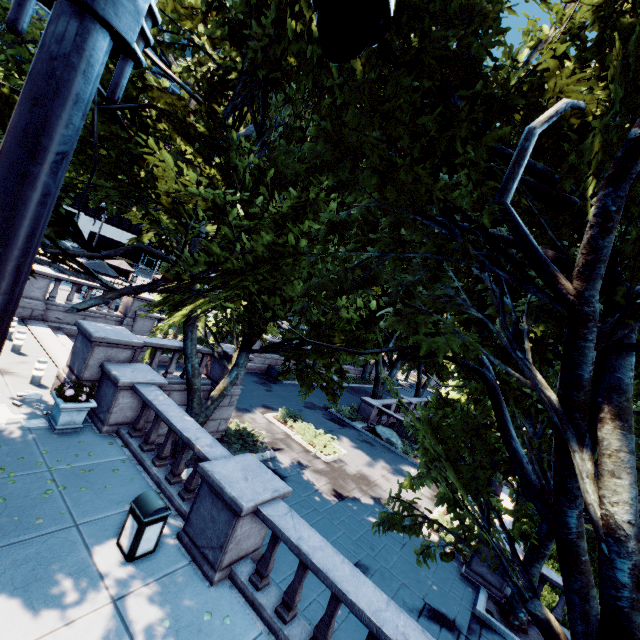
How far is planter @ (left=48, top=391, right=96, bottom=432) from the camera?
8.16m

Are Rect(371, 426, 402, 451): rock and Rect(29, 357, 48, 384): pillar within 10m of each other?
no

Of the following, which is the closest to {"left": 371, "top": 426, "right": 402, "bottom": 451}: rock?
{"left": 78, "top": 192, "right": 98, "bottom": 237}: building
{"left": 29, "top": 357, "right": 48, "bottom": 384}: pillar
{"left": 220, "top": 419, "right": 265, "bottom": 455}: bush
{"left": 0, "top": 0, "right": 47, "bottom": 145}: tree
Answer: {"left": 0, "top": 0, "right": 47, "bottom": 145}: tree

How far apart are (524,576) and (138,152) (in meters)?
11.68

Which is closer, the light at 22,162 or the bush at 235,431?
the light at 22,162

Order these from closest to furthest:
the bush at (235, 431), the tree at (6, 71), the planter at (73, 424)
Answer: the tree at (6, 71) → the planter at (73, 424) → the bush at (235, 431)

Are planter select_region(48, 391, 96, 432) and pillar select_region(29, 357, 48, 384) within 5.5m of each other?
yes

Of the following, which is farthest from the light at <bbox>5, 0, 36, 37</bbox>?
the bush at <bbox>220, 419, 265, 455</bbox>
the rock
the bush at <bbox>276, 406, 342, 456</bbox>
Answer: the rock
